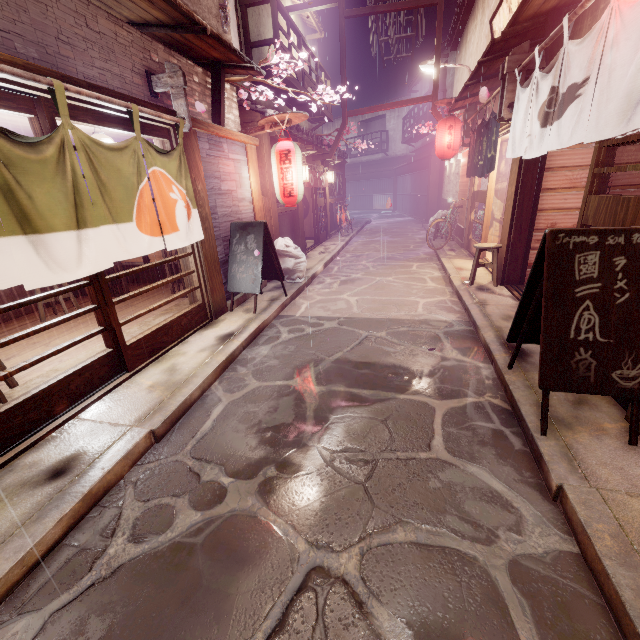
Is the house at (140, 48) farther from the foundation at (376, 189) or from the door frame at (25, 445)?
the foundation at (376, 189)

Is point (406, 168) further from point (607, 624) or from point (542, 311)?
point (607, 624)

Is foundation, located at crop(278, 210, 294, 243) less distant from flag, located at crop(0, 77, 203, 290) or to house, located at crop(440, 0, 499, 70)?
flag, located at crop(0, 77, 203, 290)

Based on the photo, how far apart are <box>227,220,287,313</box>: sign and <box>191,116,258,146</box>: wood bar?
2.48m

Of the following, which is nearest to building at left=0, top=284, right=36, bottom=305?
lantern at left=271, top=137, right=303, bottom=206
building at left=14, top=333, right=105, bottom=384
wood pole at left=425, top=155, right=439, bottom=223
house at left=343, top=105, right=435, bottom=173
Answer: building at left=14, top=333, right=105, bottom=384

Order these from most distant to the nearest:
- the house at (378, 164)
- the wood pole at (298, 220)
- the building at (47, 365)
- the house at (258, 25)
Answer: the house at (378, 164) → the wood pole at (298, 220) → the house at (258, 25) → the building at (47, 365)

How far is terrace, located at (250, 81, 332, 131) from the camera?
17.2 meters

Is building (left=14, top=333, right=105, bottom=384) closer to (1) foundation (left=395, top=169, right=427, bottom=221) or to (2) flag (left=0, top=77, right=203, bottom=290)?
(2) flag (left=0, top=77, right=203, bottom=290)
